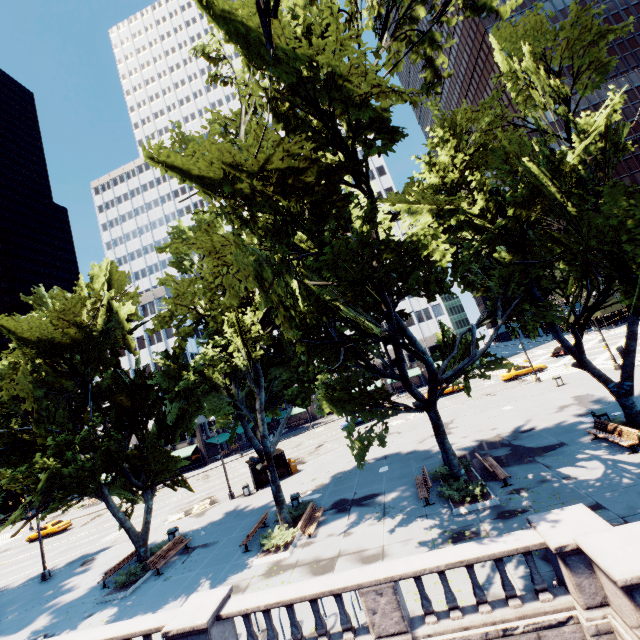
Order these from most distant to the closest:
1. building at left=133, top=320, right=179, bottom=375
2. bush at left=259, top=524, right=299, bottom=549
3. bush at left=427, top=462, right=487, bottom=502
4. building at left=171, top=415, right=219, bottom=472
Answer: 1. building at left=133, top=320, right=179, bottom=375
2. building at left=171, top=415, right=219, bottom=472
3. bush at left=259, top=524, right=299, bottom=549
4. bush at left=427, top=462, right=487, bottom=502

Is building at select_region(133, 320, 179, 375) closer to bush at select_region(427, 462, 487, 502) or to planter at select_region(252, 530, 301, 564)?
planter at select_region(252, 530, 301, 564)

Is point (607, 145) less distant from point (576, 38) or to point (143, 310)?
point (576, 38)

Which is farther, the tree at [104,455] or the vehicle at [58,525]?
the vehicle at [58,525]

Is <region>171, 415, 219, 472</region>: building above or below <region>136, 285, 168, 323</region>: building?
below

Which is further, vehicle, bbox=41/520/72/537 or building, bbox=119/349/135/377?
building, bbox=119/349/135/377

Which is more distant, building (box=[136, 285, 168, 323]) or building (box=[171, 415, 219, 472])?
building (box=[136, 285, 168, 323])

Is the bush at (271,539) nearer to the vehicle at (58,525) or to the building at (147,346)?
the vehicle at (58,525)
